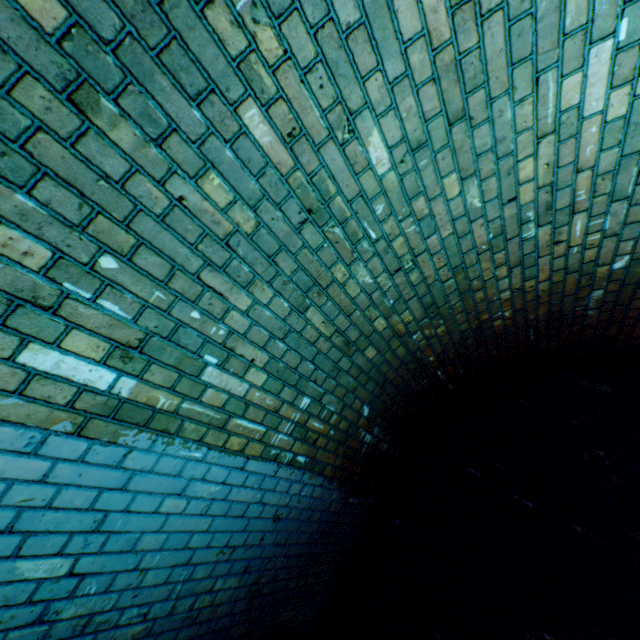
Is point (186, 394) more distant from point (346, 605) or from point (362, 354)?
point (346, 605)
